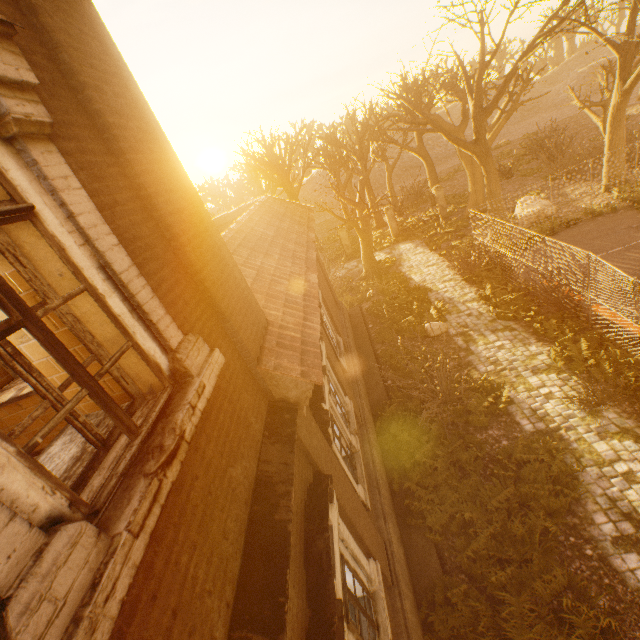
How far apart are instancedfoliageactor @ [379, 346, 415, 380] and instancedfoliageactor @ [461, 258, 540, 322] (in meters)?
4.36

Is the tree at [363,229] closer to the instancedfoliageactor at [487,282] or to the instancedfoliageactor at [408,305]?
the instancedfoliageactor at [408,305]

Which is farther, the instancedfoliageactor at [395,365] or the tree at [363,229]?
the tree at [363,229]

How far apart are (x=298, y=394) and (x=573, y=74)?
80.1m

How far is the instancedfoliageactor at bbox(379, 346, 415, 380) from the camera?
12.07m

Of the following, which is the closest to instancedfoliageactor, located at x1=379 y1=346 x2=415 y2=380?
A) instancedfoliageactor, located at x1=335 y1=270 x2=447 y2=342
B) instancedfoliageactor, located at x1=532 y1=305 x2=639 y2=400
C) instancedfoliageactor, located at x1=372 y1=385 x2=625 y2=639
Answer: instancedfoliageactor, located at x1=372 y1=385 x2=625 y2=639

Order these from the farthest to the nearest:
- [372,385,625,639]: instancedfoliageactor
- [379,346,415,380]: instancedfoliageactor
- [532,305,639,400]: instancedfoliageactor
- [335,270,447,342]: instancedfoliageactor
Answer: [335,270,447,342]: instancedfoliageactor → [379,346,415,380]: instancedfoliageactor → [532,305,639,400]: instancedfoliageactor → [372,385,625,639]: instancedfoliageactor

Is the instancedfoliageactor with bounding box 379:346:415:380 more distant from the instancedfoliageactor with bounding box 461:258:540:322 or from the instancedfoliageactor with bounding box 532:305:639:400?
the instancedfoliageactor with bounding box 532:305:639:400
